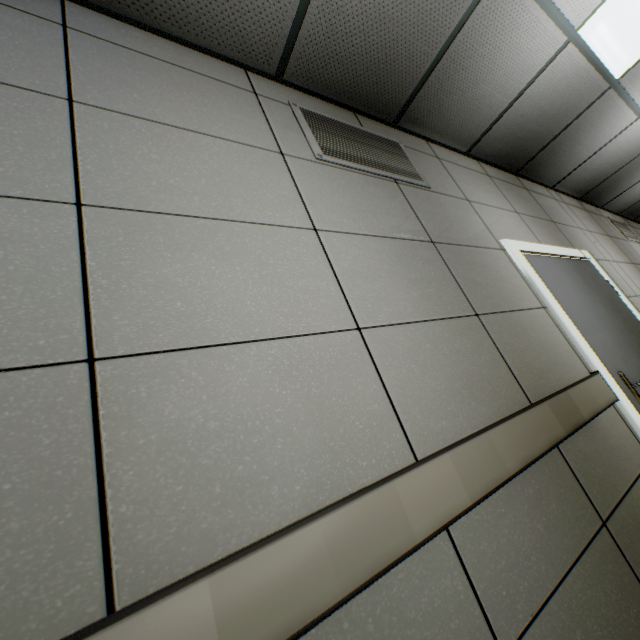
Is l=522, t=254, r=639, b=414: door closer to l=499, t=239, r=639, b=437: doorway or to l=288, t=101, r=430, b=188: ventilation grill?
l=499, t=239, r=639, b=437: doorway

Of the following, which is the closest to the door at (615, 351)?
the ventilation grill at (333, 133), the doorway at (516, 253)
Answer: the doorway at (516, 253)

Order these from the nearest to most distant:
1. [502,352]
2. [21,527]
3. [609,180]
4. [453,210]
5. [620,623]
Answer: [21,527] → [620,623] → [502,352] → [453,210] → [609,180]

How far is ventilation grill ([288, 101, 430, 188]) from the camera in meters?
1.8 m

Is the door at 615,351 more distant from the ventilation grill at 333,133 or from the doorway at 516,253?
the ventilation grill at 333,133

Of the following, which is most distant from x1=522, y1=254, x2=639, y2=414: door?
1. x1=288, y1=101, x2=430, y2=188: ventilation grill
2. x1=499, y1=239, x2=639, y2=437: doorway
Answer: x1=288, y1=101, x2=430, y2=188: ventilation grill

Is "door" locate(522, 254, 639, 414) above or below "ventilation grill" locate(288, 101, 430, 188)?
below
